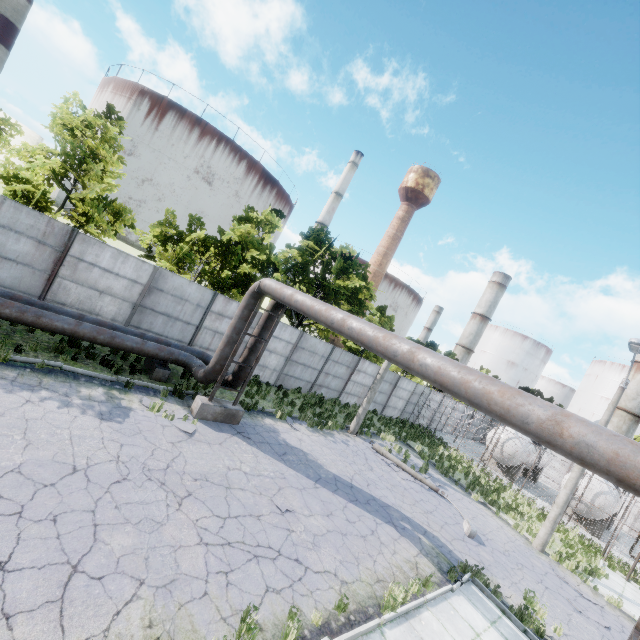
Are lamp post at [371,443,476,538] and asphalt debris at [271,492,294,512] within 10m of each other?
yes

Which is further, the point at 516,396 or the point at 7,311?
the point at 7,311

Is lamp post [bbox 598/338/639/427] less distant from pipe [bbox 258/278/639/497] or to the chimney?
pipe [bbox 258/278/639/497]

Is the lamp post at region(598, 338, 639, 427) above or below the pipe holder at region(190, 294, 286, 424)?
above

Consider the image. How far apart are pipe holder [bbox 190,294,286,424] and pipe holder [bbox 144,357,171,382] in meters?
1.9 m

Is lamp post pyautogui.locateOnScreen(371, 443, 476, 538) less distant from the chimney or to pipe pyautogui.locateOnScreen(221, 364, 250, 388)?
pipe pyautogui.locateOnScreen(221, 364, 250, 388)

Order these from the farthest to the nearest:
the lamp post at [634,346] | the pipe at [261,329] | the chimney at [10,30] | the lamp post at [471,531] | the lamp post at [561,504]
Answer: the chimney at [10,30]
the lamp post at [561,504]
the lamp post at [634,346]
the lamp post at [471,531]
the pipe at [261,329]

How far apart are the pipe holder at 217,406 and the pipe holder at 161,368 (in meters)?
1.94
